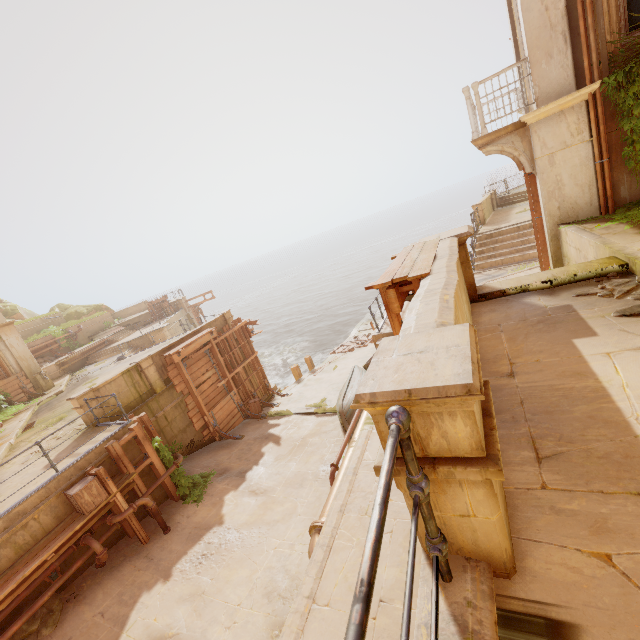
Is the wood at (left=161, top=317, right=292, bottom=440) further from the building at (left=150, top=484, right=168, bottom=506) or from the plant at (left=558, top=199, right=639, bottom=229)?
the plant at (left=558, top=199, right=639, bottom=229)

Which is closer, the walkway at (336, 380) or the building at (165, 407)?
the building at (165, 407)

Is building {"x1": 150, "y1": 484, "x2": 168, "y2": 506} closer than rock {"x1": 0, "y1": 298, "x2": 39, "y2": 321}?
Yes

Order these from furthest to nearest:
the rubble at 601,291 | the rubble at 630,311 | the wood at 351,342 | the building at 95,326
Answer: the building at 95,326
the wood at 351,342
the rubble at 601,291
the rubble at 630,311

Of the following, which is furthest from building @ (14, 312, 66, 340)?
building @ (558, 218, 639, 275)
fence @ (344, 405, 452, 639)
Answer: building @ (558, 218, 639, 275)

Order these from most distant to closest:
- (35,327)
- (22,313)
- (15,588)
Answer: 1. (22,313)
2. (35,327)
3. (15,588)

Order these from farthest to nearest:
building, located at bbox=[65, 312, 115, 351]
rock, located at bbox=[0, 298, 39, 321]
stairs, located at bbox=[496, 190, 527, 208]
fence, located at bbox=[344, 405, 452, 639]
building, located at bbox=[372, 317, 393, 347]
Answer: rock, located at bbox=[0, 298, 39, 321] < building, located at bbox=[65, 312, 115, 351] < stairs, located at bbox=[496, 190, 527, 208] < building, located at bbox=[372, 317, 393, 347] < fence, located at bbox=[344, 405, 452, 639]

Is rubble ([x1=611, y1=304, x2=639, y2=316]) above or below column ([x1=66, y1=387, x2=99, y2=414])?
above
